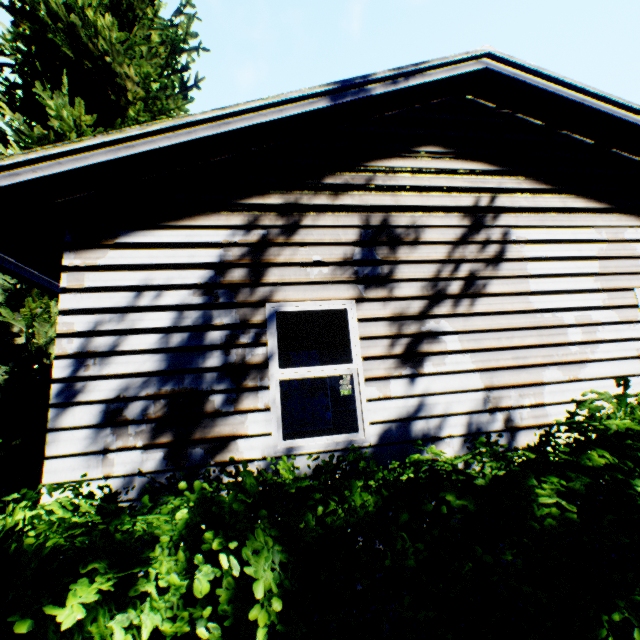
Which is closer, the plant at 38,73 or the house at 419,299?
the house at 419,299

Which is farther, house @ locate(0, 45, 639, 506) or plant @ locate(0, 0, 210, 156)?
plant @ locate(0, 0, 210, 156)

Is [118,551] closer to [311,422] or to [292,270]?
[292,270]

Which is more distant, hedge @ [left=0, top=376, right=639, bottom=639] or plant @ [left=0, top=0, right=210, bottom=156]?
plant @ [left=0, top=0, right=210, bottom=156]

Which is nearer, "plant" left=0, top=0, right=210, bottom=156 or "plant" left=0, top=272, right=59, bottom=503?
"plant" left=0, top=272, right=59, bottom=503

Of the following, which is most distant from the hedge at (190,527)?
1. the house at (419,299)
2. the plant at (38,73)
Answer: the plant at (38,73)

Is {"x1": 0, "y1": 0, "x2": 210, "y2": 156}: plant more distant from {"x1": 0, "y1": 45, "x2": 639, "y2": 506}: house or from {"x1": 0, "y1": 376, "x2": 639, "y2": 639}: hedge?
{"x1": 0, "y1": 376, "x2": 639, "y2": 639}: hedge

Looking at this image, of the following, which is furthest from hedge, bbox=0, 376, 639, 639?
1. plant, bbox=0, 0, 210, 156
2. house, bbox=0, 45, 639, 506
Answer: plant, bbox=0, 0, 210, 156
